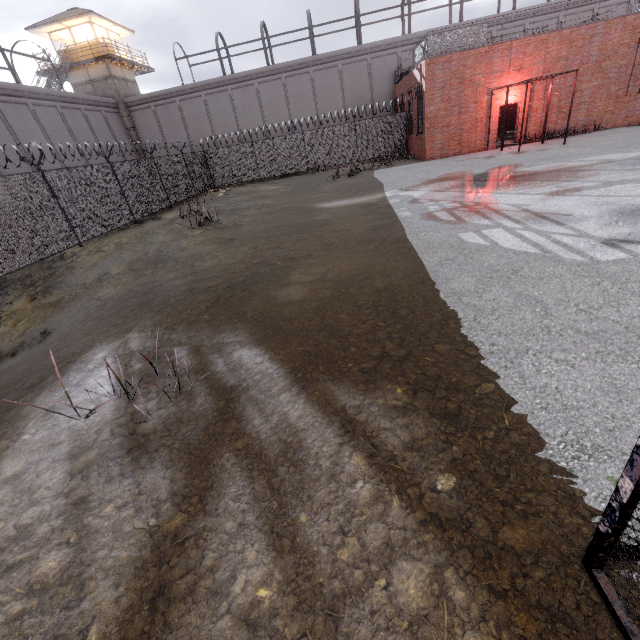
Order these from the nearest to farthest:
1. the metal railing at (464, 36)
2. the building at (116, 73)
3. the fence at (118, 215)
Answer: the fence at (118, 215) < the metal railing at (464, 36) < the building at (116, 73)

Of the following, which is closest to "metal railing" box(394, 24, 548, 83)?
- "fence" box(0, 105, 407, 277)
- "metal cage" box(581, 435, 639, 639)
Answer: "fence" box(0, 105, 407, 277)

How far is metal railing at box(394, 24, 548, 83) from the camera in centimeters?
1650cm

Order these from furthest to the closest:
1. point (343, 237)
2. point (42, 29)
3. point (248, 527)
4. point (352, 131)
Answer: point (42, 29) → point (352, 131) → point (343, 237) → point (248, 527)

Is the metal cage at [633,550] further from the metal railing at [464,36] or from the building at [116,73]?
the building at [116,73]

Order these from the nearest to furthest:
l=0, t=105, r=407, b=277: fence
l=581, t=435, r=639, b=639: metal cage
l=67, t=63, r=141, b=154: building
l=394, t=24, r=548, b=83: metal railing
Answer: l=581, t=435, r=639, b=639: metal cage < l=0, t=105, r=407, b=277: fence < l=394, t=24, r=548, b=83: metal railing < l=67, t=63, r=141, b=154: building

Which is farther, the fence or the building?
the building

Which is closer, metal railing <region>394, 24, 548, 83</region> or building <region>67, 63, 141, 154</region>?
metal railing <region>394, 24, 548, 83</region>
